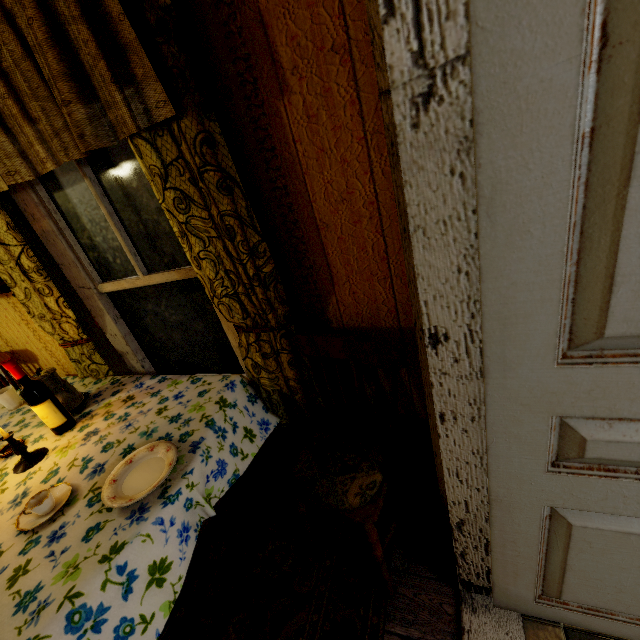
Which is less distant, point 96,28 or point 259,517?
point 96,28

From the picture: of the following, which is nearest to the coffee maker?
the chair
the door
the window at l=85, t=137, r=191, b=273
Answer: the window at l=85, t=137, r=191, b=273

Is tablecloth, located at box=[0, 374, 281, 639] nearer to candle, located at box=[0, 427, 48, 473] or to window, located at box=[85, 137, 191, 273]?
candle, located at box=[0, 427, 48, 473]

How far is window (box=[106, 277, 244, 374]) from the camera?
1.9m

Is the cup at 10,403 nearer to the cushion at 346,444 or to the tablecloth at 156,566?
the tablecloth at 156,566

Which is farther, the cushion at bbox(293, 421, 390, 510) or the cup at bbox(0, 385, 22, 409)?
the cup at bbox(0, 385, 22, 409)

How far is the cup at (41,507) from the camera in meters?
1.2

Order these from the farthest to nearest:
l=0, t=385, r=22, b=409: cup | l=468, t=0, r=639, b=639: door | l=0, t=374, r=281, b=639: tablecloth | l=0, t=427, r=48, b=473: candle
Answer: l=0, t=385, r=22, b=409: cup
l=0, t=427, r=48, b=473: candle
l=0, t=374, r=281, b=639: tablecloth
l=468, t=0, r=639, b=639: door
